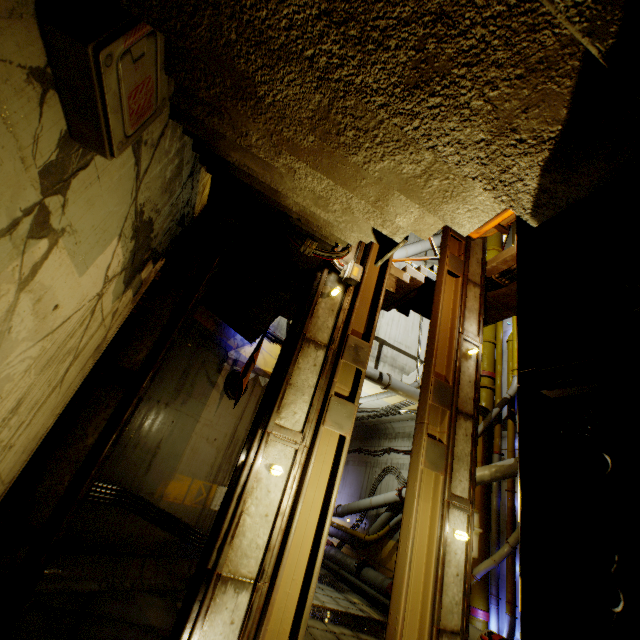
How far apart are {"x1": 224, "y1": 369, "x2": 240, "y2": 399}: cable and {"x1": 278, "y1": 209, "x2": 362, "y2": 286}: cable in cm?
485

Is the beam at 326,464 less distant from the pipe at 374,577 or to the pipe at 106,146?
the pipe at 374,577

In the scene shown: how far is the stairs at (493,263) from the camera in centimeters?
710cm

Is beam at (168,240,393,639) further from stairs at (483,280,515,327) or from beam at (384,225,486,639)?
beam at (384,225,486,639)

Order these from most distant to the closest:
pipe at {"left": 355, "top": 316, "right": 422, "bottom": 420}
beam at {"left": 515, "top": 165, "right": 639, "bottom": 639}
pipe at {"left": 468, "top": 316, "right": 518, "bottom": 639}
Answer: pipe at {"left": 355, "top": 316, "right": 422, "bottom": 420}
pipe at {"left": 468, "top": 316, "right": 518, "bottom": 639}
beam at {"left": 515, "top": 165, "right": 639, "bottom": 639}

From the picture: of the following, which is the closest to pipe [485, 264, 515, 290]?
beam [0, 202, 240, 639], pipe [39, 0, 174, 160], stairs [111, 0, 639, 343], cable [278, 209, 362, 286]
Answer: stairs [111, 0, 639, 343]

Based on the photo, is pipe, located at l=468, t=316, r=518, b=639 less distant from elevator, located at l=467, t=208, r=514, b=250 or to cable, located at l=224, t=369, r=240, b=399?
elevator, located at l=467, t=208, r=514, b=250

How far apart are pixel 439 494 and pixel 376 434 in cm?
1462
